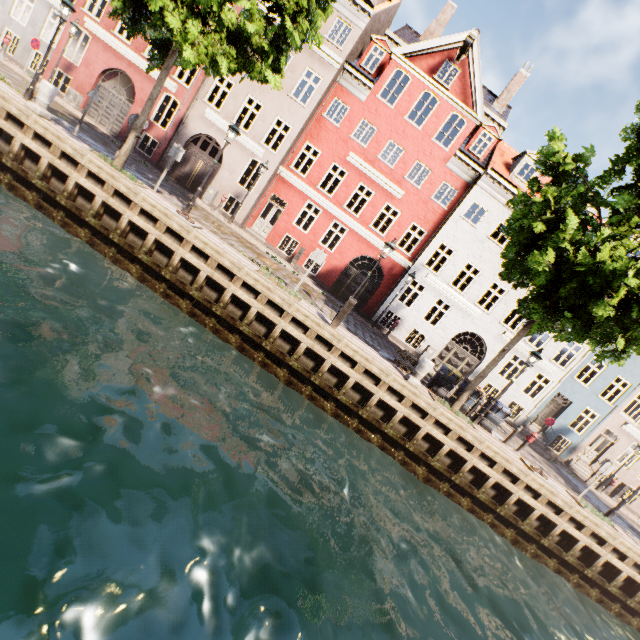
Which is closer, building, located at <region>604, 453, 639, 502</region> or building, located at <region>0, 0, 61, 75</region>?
building, located at <region>0, 0, 61, 75</region>

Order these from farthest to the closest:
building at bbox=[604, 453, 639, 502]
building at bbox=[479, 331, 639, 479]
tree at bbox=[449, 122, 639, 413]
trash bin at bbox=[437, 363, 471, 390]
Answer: building at bbox=[604, 453, 639, 502] → building at bbox=[479, 331, 639, 479] → trash bin at bbox=[437, 363, 471, 390] → tree at bbox=[449, 122, 639, 413]

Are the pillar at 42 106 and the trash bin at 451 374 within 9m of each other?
no

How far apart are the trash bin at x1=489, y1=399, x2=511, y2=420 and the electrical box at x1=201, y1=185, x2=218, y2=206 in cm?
1788

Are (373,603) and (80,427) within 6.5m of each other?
yes

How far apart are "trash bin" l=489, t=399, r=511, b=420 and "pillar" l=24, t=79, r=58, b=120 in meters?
19.7

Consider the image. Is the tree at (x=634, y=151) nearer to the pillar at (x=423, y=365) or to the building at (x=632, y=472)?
the pillar at (x=423, y=365)

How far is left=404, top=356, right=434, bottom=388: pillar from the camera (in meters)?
11.41
